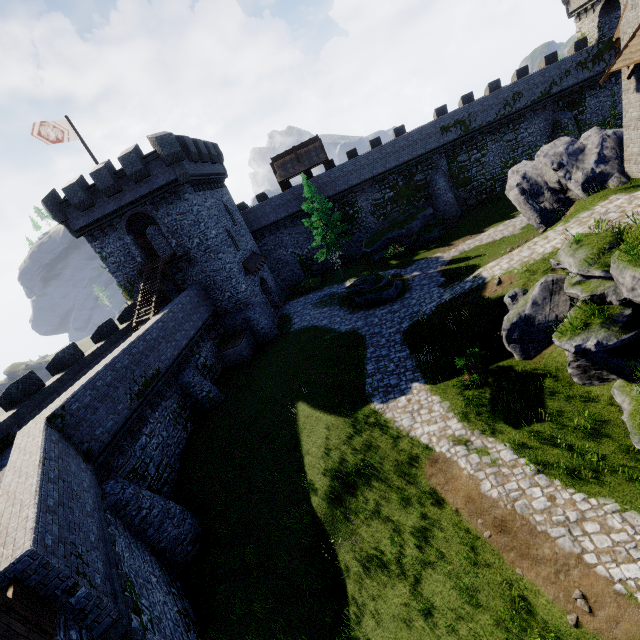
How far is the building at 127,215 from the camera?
23.08m

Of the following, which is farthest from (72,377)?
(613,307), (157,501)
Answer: (613,307)

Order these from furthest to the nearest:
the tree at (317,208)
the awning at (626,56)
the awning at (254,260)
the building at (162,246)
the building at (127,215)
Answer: the building at (162,246), the tree at (317,208), the awning at (254,260), the building at (127,215), the awning at (626,56)

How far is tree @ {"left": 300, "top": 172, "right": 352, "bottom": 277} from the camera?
30.1 meters

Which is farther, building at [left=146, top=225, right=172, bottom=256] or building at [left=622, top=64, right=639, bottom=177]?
building at [left=146, top=225, right=172, bottom=256]

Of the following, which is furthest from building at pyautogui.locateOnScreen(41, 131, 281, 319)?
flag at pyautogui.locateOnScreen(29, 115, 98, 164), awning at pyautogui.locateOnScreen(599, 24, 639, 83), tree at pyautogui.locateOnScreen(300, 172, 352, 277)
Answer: awning at pyautogui.locateOnScreen(599, 24, 639, 83)

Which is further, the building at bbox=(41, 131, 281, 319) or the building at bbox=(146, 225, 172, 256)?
the building at bbox=(146, 225, 172, 256)

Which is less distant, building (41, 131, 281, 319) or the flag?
the flag
